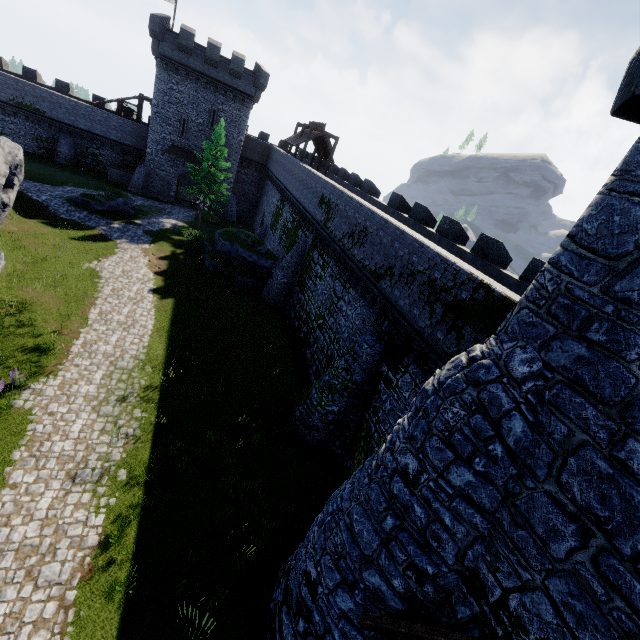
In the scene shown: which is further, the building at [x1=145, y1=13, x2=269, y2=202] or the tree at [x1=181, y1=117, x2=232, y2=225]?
the building at [x1=145, y1=13, x2=269, y2=202]

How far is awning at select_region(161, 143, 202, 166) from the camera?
36.7 meters

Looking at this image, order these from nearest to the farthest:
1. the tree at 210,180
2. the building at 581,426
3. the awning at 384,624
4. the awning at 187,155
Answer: the building at 581,426 → the awning at 384,624 → the tree at 210,180 → the awning at 187,155

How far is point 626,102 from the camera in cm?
430

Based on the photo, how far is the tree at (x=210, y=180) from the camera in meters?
30.8

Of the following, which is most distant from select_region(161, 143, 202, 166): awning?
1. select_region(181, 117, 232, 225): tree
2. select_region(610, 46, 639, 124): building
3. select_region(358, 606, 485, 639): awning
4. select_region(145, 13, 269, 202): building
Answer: select_region(358, 606, 485, 639): awning

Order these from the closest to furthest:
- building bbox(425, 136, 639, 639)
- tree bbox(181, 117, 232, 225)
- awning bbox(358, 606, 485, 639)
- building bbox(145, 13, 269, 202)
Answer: building bbox(425, 136, 639, 639) < awning bbox(358, 606, 485, 639) < tree bbox(181, 117, 232, 225) < building bbox(145, 13, 269, 202)

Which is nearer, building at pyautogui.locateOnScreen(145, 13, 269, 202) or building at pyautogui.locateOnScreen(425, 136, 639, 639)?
building at pyautogui.locateOnScreen(425, 136, 639, 639)
